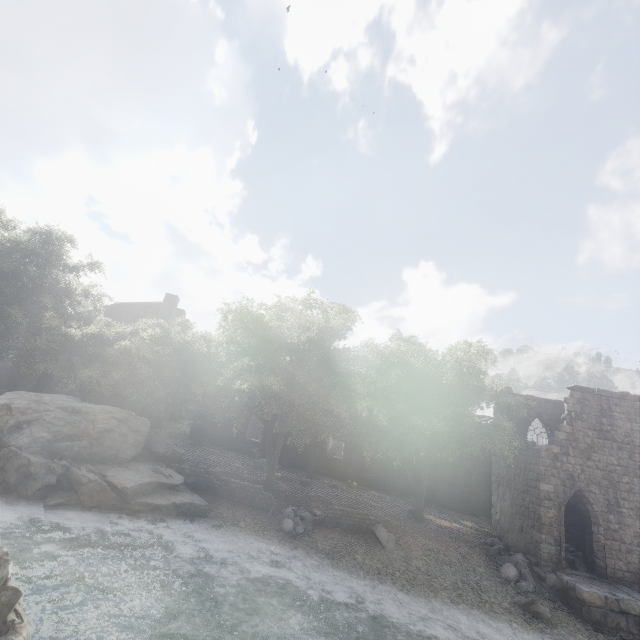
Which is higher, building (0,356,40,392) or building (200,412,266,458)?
building (0,356,40,392)

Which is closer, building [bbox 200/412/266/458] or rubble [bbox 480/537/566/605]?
rubble [bbox 480/537/566/605]

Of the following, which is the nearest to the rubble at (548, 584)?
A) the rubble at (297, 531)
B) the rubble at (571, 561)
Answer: the rubble at (571, 561)

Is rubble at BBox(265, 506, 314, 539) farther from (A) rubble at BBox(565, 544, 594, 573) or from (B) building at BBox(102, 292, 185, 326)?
(A) rubble at BBox(565, 544, 594, 573)

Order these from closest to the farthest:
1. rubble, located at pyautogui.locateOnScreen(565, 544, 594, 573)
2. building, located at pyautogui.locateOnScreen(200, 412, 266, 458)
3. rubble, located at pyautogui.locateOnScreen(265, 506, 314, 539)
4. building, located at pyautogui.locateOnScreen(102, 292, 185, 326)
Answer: rubble, located at pyautogui.locateOnScreen(265, 506, 314, 539)
rubble, located at pyautogui.locateOnScreen(565, 544, 594, 573)
building, located at pyautogui.locateOnScreen(200, 412, 266, 458)
building, located at pyautogui.locateOnScreen(102, 292, 185, 326)

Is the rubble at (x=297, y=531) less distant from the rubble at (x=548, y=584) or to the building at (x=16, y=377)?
the rubble at (x=548, y=584)

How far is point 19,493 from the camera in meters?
11.6
